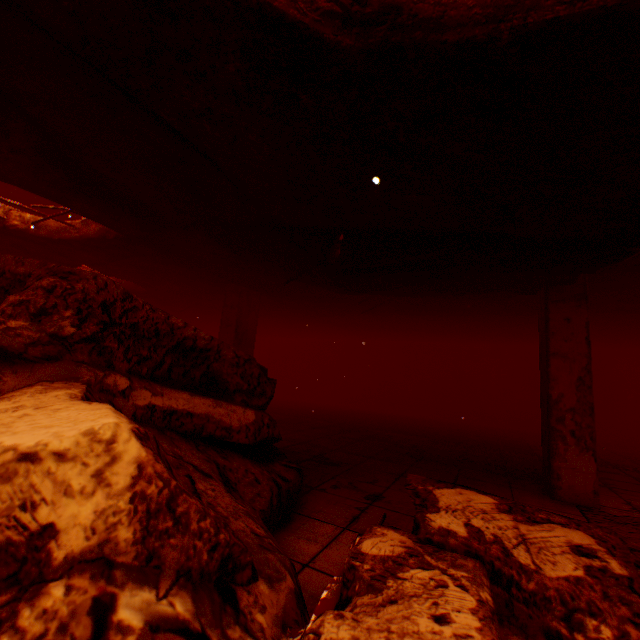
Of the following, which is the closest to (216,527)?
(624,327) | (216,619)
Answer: (216,619)

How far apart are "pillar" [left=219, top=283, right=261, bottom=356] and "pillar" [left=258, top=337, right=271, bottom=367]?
8.46m

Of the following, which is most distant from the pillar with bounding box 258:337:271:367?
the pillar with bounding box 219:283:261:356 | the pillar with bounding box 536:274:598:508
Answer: the pillar with bounding box 536:274:598:508

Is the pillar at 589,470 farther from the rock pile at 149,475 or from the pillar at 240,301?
the pillar at 240,301

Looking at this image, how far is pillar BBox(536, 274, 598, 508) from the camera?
3.3m

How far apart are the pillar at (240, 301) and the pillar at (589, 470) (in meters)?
4.58

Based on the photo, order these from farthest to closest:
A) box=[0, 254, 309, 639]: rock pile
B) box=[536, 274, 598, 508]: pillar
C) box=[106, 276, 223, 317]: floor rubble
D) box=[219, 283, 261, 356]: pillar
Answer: box=[106, 276, 223, 317]: floor rubble → box=[219, 283, 261, 356]: pillar → box=[536, 274, 598, 508]: pillar → box=[0, 254, 309, 639]: rock pile

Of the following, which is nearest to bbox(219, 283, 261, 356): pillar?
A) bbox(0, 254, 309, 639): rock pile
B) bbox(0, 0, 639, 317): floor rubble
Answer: bbox(0, 0, 639, 317): floor rubble
